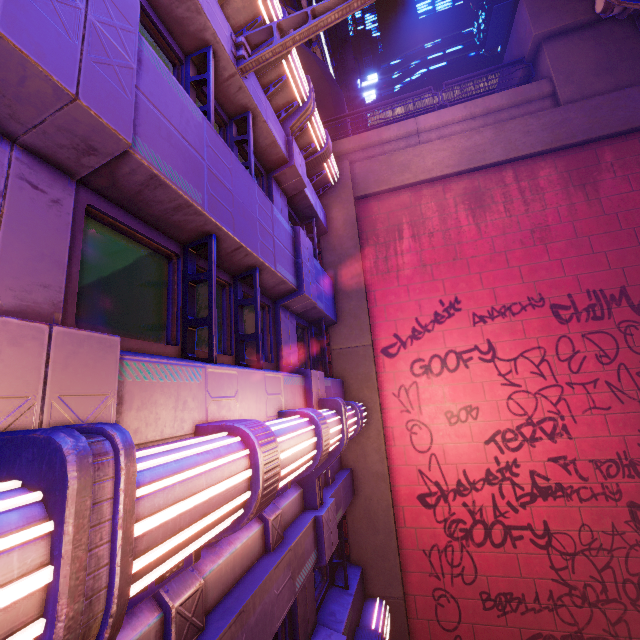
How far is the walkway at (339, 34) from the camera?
27.97m

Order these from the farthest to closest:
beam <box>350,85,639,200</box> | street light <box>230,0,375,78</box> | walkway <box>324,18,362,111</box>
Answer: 1. walkway <box>324,18,362,111</box>
2. beam <box>350,85,639,200</box>
3. street light <box>230,0,375,78</box>

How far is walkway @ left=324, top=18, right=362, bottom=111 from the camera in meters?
28.0

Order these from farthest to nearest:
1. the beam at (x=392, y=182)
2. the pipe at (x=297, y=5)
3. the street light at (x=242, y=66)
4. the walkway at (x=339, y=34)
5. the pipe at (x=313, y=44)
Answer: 1. the walkway at (x=339, y=34)
2. the pipe at (x=313, y=44)
3. the pipe at (x=297, y=5)
4. the beam at (x=392, y=182)
5. the street light at (x=242, y=66)

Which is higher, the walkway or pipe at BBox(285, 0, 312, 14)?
the walkway

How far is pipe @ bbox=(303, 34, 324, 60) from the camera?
22.2m

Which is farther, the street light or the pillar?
the pillar

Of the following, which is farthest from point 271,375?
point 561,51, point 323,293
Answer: point 561,51
